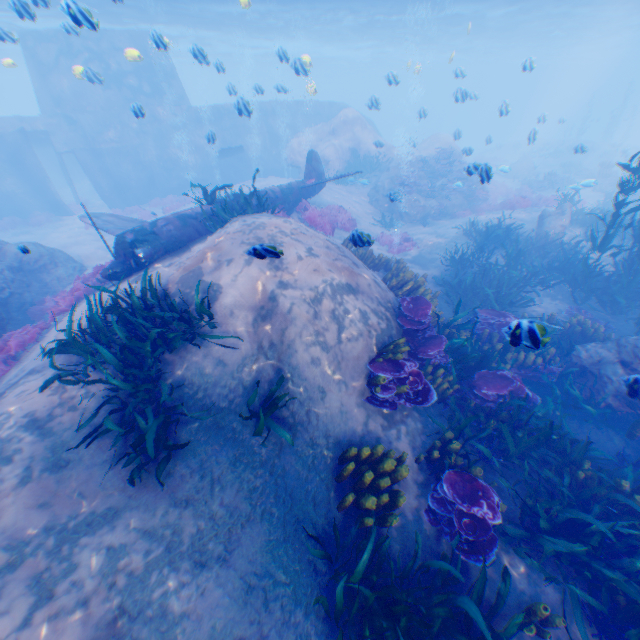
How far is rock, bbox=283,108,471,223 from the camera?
19.4 meters

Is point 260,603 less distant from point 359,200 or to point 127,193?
point 359,200

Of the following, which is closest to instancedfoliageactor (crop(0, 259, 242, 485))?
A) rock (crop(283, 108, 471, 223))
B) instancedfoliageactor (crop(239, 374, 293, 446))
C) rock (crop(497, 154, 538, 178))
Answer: rock (crop(283, 108, 471, 223))

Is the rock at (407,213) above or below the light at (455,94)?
below

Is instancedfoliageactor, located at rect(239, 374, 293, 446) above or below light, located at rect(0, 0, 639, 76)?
below

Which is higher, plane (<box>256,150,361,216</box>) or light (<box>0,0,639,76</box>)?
light (<box>0,0,639,76</box>)

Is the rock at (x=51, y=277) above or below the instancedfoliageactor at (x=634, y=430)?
above

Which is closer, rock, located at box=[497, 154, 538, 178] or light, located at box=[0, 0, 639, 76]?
light, located at box=[0, 0, 639, 76]
